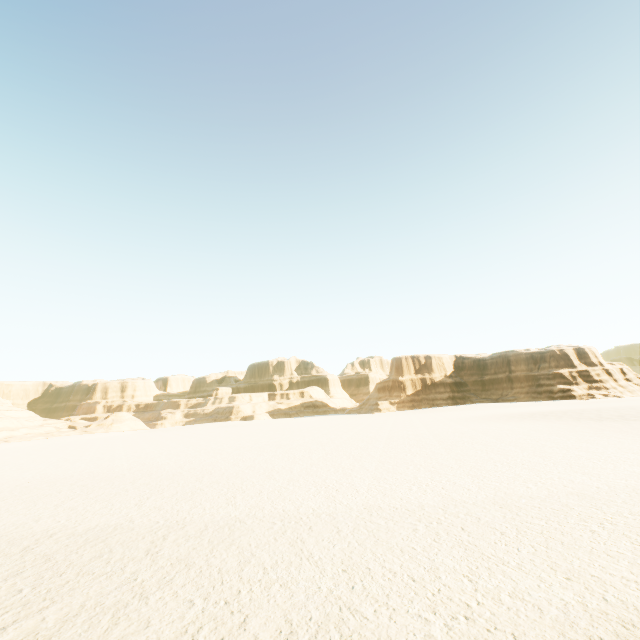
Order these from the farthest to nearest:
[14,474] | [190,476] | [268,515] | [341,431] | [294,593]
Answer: [341,431] < [14,474] < [190,476] < [268,515] < [294,593]
